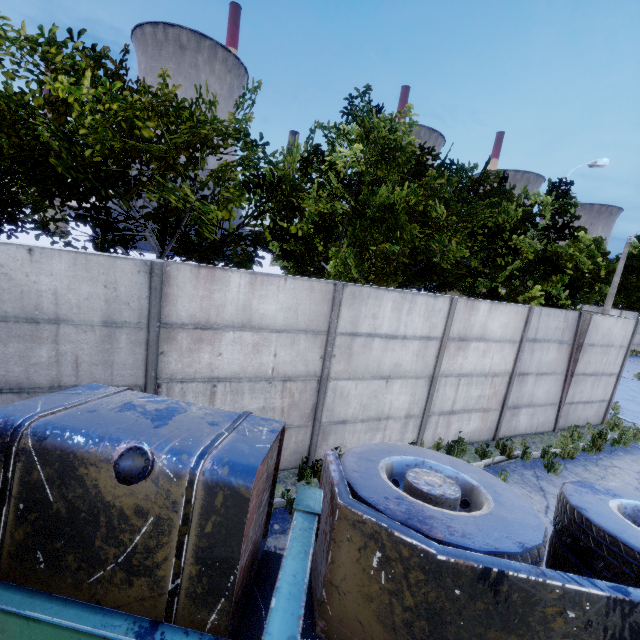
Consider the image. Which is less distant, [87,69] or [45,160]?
[87,69]
